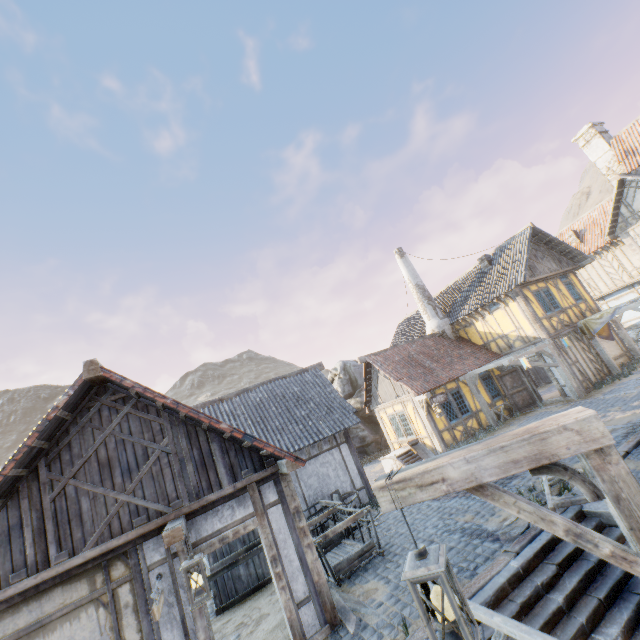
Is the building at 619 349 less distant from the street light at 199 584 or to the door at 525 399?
the door at 525 399

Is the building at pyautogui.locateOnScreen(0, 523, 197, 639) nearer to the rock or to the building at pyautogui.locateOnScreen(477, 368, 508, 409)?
the rock

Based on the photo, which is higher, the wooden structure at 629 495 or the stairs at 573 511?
the wooden structure at 629 495

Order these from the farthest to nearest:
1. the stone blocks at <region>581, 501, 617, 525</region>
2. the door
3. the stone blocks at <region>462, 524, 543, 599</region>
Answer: the door, the stone blocks at <region>581, 501, 617, 525</region>, the stone blocks at <region>462, 524, 543, 599</region>

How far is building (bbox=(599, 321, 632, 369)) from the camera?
16.91m

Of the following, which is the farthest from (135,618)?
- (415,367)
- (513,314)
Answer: (513,314)

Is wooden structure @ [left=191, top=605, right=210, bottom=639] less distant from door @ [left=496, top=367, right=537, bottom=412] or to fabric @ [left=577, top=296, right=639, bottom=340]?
door @ [left=496, top=367, right=537, bottom=412]
